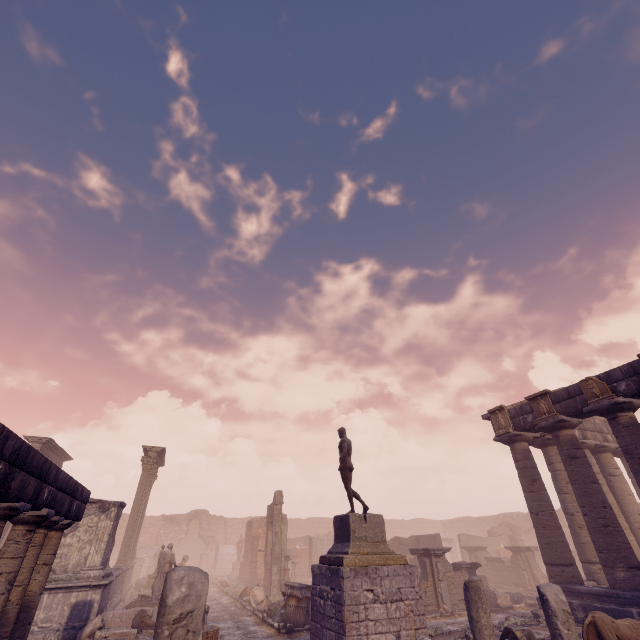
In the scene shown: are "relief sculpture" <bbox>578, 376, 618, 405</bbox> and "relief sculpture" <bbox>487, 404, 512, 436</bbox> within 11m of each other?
yes

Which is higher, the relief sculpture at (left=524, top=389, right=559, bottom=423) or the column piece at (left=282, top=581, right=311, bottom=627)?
the relief sculpture at (left=524, top=389, right=559, bottom=423)

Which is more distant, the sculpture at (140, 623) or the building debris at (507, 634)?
the sculpture at (140, 623)

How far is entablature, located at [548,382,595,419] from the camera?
12.4m

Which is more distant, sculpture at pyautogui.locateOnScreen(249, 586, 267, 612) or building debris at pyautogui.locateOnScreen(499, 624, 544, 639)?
sculpture at pyautogui.locateOnScreen(249, 586, 267, 612)

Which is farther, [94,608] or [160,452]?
[160,452]

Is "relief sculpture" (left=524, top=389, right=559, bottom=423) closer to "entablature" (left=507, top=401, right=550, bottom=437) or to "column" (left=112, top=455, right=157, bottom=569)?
"entablature" (left=507, top=401, right=550, bottom=437)

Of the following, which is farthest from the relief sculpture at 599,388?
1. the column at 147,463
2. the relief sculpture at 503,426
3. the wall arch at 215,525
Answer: the wall arch at 215,525
